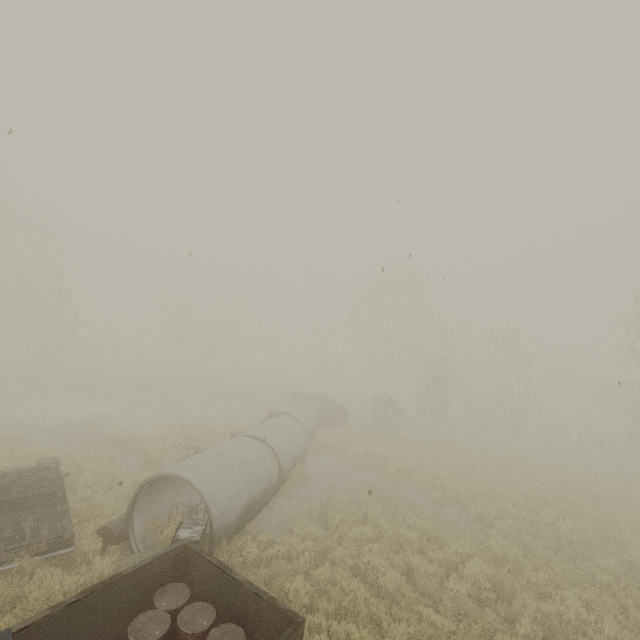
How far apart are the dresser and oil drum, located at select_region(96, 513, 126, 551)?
1.60m

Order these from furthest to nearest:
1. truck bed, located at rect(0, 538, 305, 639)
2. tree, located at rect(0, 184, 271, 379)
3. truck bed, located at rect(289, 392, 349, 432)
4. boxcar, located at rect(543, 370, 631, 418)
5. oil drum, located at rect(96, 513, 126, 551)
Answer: boxcar, located at rect(543, 370, 631, 418), tree, located at rect(0, 184, 271, 379), truck bed, located at rect(289, 392, 349, 432), oil drum, located at rect(96, 513, 126, 551), truck bed, located at rect(0, 538, 305, 639)

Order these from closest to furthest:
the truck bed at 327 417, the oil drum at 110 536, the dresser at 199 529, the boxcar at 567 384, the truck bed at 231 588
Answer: the truck bed at 231 588, the dresser at 199 529, the oil drum at 110 536, the truck bed at 327 417, the boxcar at 567 384

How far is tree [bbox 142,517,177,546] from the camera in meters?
8.1 m

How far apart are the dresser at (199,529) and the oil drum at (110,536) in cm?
160

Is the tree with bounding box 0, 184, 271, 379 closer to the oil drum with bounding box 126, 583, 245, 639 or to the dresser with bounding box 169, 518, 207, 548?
the dresser with bounding box 169, 518, 207, 548

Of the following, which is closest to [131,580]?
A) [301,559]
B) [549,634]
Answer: [301,559]

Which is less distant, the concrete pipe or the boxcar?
the concrete pipe
